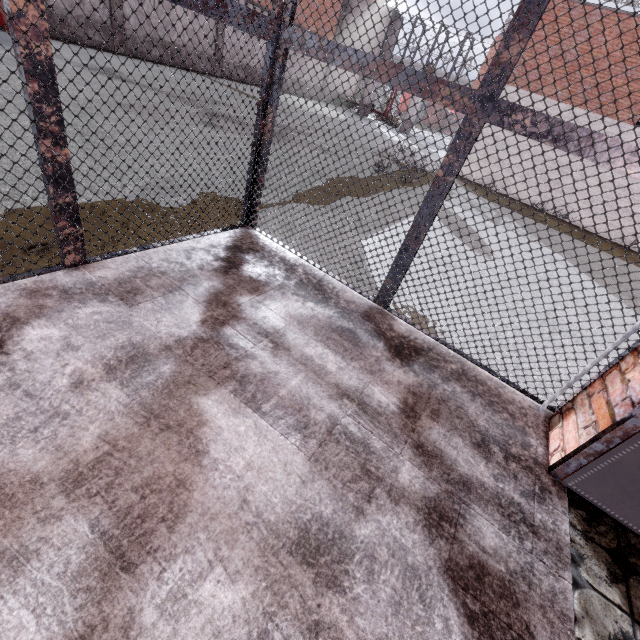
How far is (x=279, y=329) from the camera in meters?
2.1

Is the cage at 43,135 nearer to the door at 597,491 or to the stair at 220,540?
the stair at 220,540

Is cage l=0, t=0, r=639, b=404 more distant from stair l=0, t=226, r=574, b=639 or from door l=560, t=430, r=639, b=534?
door l=560, t=430, r=639, b=534

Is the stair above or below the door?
below

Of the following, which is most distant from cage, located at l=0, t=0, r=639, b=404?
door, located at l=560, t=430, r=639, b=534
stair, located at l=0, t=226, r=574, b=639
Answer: door, located at l=560, t=430, r=639, b=534

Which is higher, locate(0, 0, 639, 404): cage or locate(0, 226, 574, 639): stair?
locate(0, 0, 639, 404): cage

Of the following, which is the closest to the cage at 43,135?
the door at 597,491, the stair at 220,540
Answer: the stair at 220,540

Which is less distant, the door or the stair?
the stair
